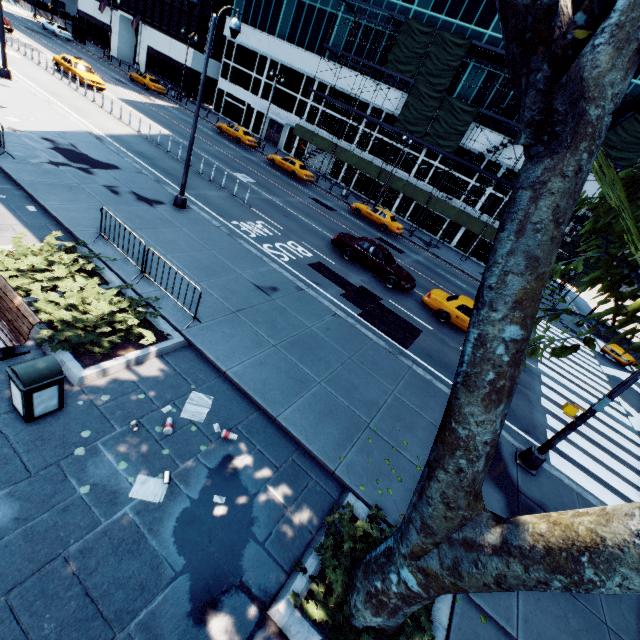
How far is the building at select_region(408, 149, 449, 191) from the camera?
34.03m

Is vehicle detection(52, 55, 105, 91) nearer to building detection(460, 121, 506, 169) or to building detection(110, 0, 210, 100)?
building detection(460, 121, 506, 169)

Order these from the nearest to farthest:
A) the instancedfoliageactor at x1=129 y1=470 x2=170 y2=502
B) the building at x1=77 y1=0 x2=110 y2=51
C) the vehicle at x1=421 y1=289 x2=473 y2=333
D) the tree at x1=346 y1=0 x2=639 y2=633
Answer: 1. the tree at x1=346 y1=0 x2=639 y2=633
2. the instancedfoliageactor at x1=129 y1=470 x2=170 y2=502
3. the vehicle at x1=421 y1=289 x2=473 y2=333
4. the building at x1=77 y1=0 x2=110 y2=51

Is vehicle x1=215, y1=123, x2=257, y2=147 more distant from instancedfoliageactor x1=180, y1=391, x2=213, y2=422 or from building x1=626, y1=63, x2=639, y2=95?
instancedfoliageactor x1=180, y1=391, x2=213, y2=422

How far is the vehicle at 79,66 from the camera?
26.11m

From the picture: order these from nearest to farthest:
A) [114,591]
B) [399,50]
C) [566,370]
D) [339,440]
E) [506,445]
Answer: [114,591] < [339,440] < [506,445] < [566,370] < [399,50]

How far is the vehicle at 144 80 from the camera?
38.4m

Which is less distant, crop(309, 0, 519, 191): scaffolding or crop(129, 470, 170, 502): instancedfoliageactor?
crop(129, 470, 170, 502): instancedfoliageactor
